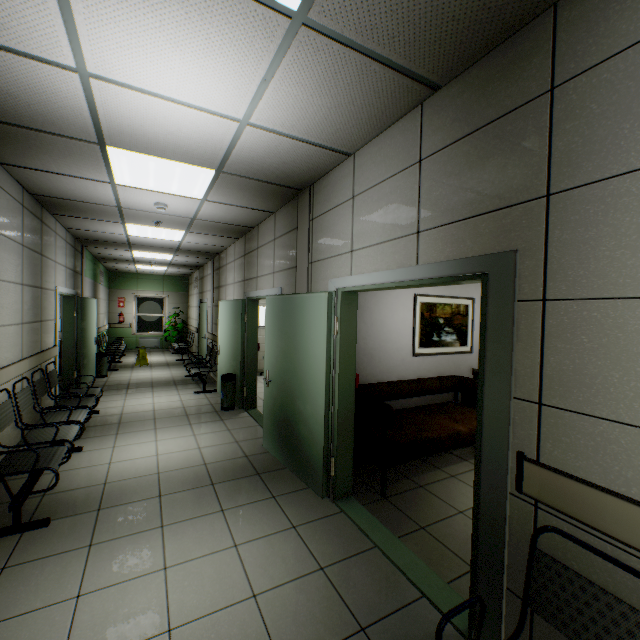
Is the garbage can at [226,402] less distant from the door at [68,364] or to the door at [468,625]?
the door at [468,625]

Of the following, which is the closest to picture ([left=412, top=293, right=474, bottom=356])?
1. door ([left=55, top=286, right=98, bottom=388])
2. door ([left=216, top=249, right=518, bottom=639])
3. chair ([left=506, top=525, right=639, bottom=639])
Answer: door ([left=216, top=249, right=518, bottom=639])

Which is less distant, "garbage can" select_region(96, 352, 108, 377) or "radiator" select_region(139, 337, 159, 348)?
"garbage can" select_region(96, 352, 108, 377)

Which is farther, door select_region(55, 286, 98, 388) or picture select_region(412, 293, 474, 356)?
door select_region(55, 286, 98, 388)

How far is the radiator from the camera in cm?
1344

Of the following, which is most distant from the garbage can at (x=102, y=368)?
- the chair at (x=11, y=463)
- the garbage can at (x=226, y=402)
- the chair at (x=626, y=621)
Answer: the chair at (x=626, y=621)

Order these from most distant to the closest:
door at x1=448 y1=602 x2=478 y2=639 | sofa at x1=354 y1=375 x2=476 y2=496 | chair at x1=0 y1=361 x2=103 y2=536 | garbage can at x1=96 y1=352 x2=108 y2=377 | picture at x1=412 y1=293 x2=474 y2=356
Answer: garbage can at x1=96 y1=352 x2=108 y2=377 → picture at x1=412 y1=293 x2=474 y2=356 → sofa at x1=354 y1=375 x2=476 y2=496 → chair at x1=0 y1=361 x2=103 y2=536 → door at x1=448 y1=602 x2=478 y2=639

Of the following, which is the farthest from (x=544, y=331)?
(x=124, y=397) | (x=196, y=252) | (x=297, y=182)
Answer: (x=196, y=252)
